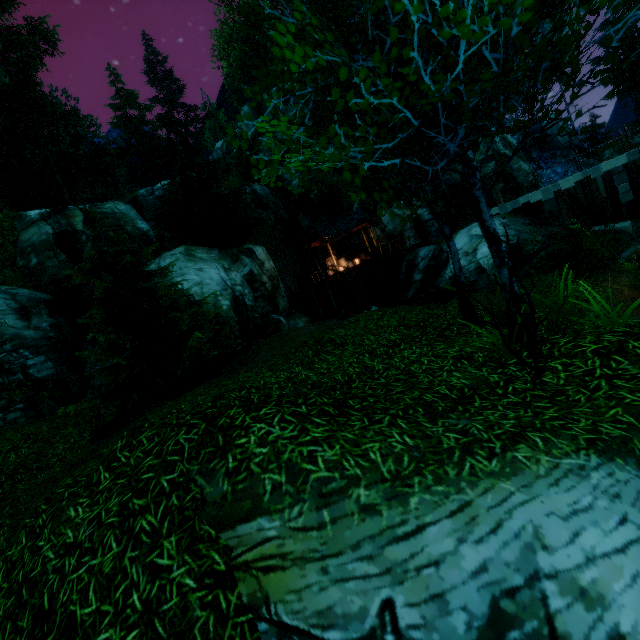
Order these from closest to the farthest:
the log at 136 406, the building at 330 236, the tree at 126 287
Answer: the log at 136 406 < the tree at 126 287 < the building at 330 236

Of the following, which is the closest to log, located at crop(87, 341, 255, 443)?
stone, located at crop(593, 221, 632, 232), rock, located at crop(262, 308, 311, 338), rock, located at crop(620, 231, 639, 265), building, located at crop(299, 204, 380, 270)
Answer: rock, located at crop(262, 308, 311, 338)

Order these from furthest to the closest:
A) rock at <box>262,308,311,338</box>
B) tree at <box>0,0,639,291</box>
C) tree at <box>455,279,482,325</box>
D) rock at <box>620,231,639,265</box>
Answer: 1. rock at <box>262,308,311,338</box>
2. rock at <box>620,231,639,265</box>
3. tree at <box>455,279,482,325</box>
4. tree at <box>0,0,639,291</box>

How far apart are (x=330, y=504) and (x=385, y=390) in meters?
2.4

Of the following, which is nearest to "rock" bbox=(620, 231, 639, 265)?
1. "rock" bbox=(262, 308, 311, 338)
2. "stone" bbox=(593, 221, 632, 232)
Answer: "stone" bbox=(593, 221, 632, 232)

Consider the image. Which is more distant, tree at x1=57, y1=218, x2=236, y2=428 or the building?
the building

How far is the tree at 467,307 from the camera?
7.3 meters

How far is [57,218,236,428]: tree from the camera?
9.7m
